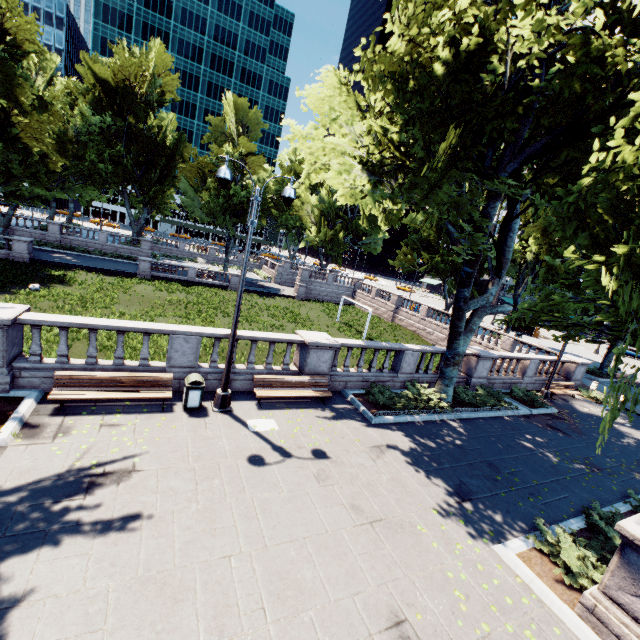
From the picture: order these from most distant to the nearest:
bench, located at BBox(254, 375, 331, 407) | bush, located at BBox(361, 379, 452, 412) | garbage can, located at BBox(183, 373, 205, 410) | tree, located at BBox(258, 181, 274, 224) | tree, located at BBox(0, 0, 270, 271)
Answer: tree, located at BBox(258, 181, 274, 224), tree, located at BBox(0, 0, 270, 271), bush, located at BBox(361, 379, 452, 412), bench, located at BBox(254, 375, 331, 407), garbage can, located at BBox(183, 373, 205, 410)

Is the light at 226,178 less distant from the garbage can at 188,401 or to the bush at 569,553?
the garbage can at 188,401

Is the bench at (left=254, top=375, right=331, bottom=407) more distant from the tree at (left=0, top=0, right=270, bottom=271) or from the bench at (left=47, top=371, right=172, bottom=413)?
the tree at (left=0, top=0, right=270, bottom=271)

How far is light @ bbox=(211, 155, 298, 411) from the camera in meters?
8.6 m

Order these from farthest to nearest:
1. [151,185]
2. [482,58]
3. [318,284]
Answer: [318,284] → [151,185] → [482,58]

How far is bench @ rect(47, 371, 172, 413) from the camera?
8.8 meters

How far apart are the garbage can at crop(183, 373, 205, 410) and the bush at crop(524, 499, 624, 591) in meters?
10.5

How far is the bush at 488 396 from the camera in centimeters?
1540cm
